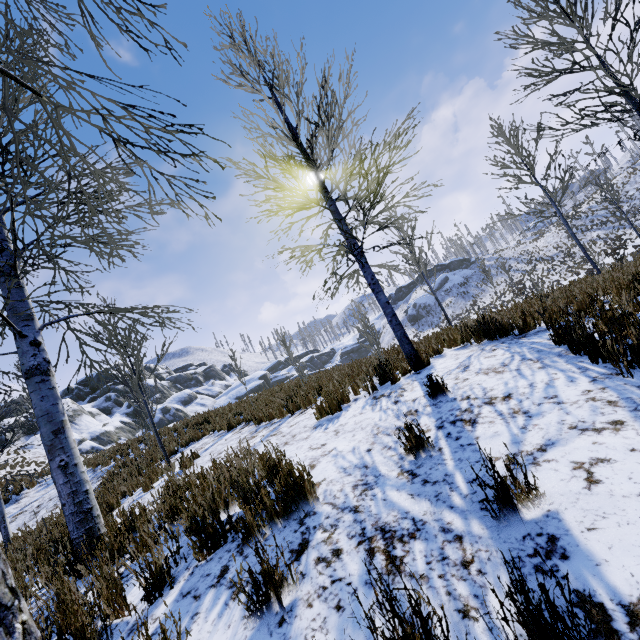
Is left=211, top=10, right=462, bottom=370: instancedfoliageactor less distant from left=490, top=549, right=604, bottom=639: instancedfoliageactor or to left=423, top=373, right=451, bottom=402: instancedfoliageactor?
left=423, top=373, right=451, bottom=402: instancedfoliageactor

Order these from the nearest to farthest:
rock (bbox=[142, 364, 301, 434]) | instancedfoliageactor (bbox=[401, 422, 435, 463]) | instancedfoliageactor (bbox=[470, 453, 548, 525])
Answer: instancedfoliageactor (bbox=[470, 453, 548, 525]), instancedfoliageactor (bbox=[401, 422, 435, 463]), rock (bbox=[142, 364, 301, 434])

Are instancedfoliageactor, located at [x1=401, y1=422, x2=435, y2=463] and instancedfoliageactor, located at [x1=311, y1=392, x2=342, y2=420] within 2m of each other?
no

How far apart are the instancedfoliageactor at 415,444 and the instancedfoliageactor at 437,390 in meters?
1.1 m

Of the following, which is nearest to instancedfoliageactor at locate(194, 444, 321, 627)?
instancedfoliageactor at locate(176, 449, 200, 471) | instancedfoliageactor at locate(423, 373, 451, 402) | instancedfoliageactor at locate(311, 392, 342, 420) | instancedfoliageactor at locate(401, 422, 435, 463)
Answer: instancedfoliageactor at locate(176, 449, 200, 471)

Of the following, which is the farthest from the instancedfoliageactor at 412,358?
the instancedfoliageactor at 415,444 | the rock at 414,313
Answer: the rock at 414,313

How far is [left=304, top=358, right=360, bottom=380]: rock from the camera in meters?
9.7 m

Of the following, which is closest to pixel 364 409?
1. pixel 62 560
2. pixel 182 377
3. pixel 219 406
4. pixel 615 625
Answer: pixel 615 625
